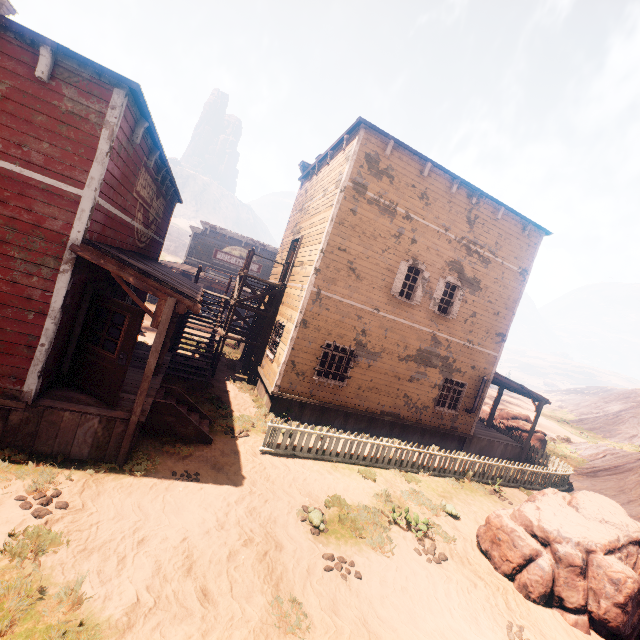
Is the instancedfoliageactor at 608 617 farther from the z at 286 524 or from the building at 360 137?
the building at 360 137

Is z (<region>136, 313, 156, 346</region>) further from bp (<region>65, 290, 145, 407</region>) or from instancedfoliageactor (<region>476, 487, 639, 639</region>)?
bp (<region>65, 290, 145, 407</region>)

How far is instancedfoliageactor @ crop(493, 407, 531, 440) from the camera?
19.81m

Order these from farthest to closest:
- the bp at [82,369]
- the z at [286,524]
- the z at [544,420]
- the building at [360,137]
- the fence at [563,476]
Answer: the z at [544,420]
the fence at [563,476]
the bp at [82,369]
the building at [360,137]
the z at [286,524]

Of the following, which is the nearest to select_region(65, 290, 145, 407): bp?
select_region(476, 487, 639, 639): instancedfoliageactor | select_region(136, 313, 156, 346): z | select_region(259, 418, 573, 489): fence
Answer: select_region(136, 313, 156, 346): z

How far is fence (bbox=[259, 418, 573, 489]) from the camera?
9.4m

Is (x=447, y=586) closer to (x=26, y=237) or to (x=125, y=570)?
(x=125, y=570)

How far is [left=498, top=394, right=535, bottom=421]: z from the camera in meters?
41.5 m
